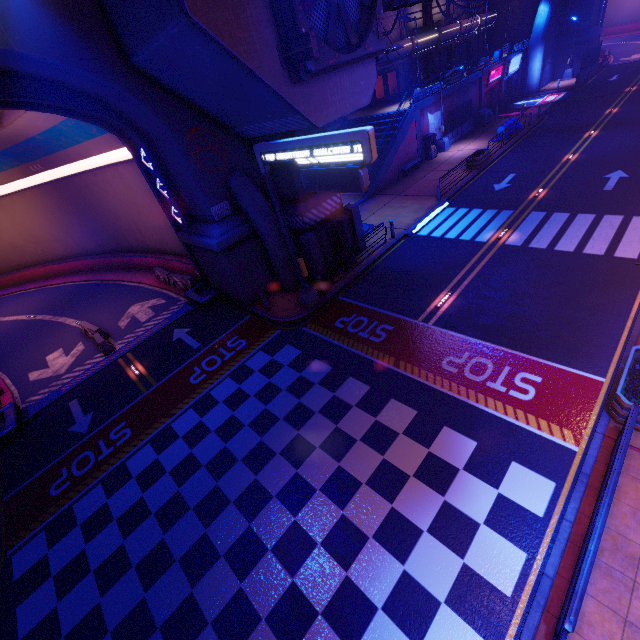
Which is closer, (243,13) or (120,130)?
(243,13)

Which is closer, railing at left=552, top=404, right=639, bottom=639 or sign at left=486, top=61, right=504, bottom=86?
railing at left=552, top=404, right=639, bottom=639

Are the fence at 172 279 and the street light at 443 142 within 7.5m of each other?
no

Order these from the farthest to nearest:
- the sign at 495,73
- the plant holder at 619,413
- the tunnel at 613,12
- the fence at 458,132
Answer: the tunnel at 613,12, the sign at 495,73, the fence at 458,132, the plant holder at 619,413

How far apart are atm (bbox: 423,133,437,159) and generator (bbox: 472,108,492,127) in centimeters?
803cm

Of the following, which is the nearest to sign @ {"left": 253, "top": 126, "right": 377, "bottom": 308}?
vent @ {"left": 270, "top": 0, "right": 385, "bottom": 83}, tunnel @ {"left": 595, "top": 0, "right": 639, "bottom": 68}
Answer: vent @ {"left": 270, "top": 0, "right": 385, "bottom": 83}

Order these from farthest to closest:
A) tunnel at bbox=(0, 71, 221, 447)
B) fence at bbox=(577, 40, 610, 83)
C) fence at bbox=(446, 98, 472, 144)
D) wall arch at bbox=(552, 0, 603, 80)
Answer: wall arch at bbox=(552, 0, 603, 80) → fence at bbox=(577, 40, 610, 83) → fence at bbox=(446, 98, 472, 144) → tunnel at bbox=(0, 71, 221, 447)

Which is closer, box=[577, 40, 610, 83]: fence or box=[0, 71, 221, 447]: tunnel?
box=[0, 71, 221, 447]: tunnel
